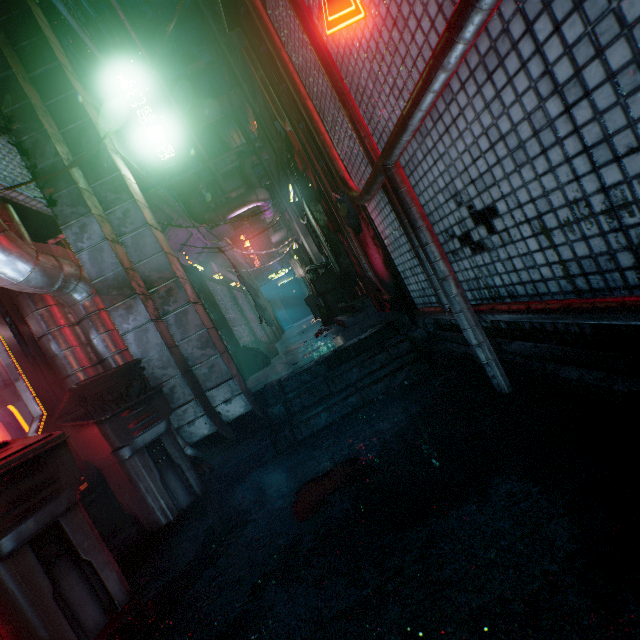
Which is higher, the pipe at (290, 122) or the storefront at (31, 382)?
the pipe at (290, 122)

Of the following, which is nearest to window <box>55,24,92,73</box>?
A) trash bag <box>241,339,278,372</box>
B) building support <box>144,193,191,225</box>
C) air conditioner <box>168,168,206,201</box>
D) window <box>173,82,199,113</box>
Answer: air conditioner <box>168,168,206,201</box>

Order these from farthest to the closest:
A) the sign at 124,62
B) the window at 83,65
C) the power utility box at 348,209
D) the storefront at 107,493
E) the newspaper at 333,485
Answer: the window at 83,65, the sign at 124,62, the power utility box at 348,209, the storefront at 107,493, the newspaper at 333,485

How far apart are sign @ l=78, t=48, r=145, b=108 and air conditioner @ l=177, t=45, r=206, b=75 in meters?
18.0 m

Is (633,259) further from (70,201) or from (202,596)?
(70,201)

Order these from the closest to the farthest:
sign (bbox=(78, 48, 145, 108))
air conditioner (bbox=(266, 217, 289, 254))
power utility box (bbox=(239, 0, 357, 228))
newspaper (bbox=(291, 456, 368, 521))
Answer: newspaper (bbox=(291, 456, 368, 521)) < power utility box (bbox=(239, 0, 357, 228)) < sign (bbox=(78, 48, 145, 108)) < air conditioner (bbox=(266, 217, 289, 254))

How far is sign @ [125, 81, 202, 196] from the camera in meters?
4.2

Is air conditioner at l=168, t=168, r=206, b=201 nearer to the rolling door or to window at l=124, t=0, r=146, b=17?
the rolling door
